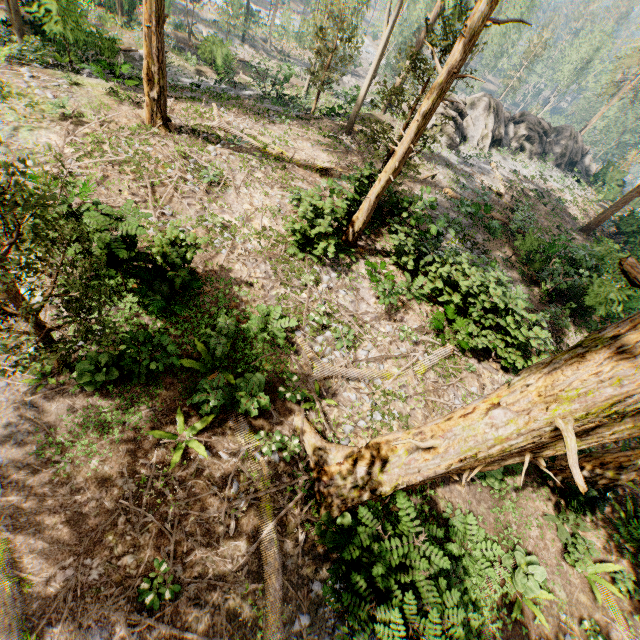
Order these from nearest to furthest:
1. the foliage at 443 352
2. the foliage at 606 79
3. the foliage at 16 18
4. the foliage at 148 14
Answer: the foliage at 148 14, the foliage at 443 352, the foliage at 16 18, the foliage at 606 79

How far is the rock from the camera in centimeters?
2680cm

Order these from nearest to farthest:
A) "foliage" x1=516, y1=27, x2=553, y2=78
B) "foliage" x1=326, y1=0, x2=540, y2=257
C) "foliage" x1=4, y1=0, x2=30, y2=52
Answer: "foliage" x1=326, y1=0, x2=540, y2=257
"foliage" x1=4, y1=0, x2=30, y2=52
"foliage" x1=516, y1=27, x2=553, y2=78

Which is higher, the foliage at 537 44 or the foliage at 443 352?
the foliage at 537 44

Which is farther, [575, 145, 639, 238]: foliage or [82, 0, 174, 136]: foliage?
[575, 145, 639, 238]: foliage

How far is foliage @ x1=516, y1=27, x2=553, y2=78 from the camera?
55.41m

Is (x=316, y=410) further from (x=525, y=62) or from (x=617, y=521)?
(x=525, y=62)
